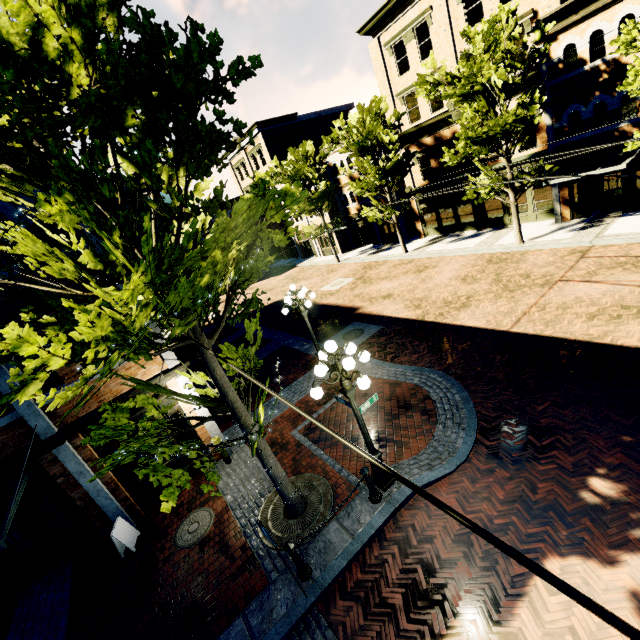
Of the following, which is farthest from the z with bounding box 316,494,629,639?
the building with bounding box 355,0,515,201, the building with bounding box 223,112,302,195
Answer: the building with bounding box 223,112,302,195

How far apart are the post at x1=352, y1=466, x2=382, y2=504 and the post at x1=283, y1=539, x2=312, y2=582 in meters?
1.4 m

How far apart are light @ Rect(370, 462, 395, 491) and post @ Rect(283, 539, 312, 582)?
2.0m

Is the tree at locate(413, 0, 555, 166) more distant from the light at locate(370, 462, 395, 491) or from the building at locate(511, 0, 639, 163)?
the light at locate(370, 462, 395, 491)

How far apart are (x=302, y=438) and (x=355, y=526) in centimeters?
330cm

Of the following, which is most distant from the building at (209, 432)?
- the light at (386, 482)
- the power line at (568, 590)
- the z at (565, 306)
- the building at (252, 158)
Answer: the light at (386, 482)

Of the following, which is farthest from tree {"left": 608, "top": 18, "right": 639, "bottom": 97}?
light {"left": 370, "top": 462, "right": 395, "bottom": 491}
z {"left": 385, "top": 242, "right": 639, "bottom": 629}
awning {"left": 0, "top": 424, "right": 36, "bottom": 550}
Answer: awning {"left": 0, "top": 424, "right": 36, "bottom": 550}

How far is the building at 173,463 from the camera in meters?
9.3 m
